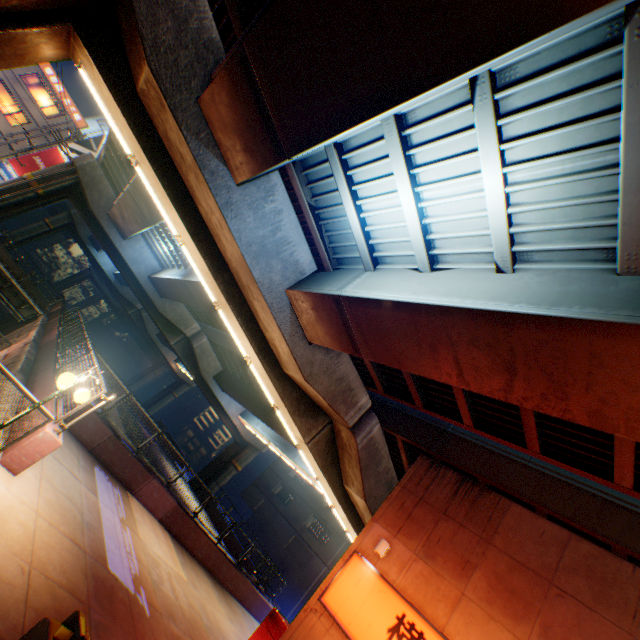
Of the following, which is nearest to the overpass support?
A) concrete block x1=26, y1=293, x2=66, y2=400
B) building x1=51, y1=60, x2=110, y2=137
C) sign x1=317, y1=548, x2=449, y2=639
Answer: concrete block x1=26, y1=293, x2=66, y2=400

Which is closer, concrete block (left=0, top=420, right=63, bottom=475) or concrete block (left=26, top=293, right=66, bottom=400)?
concrete block (left=0, top=420, right=63, bottom=475)

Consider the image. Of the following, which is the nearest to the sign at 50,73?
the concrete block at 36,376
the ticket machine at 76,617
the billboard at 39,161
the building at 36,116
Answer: the building at 36,116

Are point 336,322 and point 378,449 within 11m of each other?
yes

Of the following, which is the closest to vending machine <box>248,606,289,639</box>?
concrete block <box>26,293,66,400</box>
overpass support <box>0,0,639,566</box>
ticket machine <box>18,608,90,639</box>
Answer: overpass support <box>0,0,639,566</box>

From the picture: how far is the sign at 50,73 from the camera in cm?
3055

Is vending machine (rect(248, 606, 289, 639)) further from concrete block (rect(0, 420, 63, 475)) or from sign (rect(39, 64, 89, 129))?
sign (rect(39, 64, 89, 129))

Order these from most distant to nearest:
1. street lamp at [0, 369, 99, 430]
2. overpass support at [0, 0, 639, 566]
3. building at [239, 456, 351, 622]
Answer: building at [239, 456, 351, 622] < street lamp at [0, 369, 99, 430] < overpass support at [0, 0, 639, 566]
